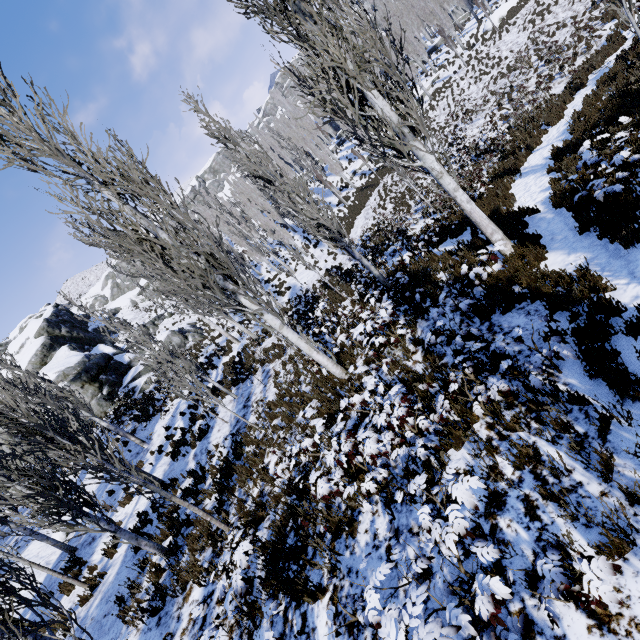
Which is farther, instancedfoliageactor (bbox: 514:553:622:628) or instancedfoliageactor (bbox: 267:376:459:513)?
instancedfoliageactor (bbox: 267:376:459:513)

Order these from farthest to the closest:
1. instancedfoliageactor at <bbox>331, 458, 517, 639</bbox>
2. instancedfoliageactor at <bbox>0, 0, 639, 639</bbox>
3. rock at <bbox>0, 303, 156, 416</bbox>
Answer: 1. rock at <bbox>0, 303, 156, 416</bbox>
2. instancedfoliageactor at <bbox>0, 0, 639, 639</bbox>
3. instancedfoliageactor at <bbox>331, 458, 517, 639</bbox>

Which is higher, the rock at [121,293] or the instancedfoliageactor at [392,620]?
the rock at [121,293]

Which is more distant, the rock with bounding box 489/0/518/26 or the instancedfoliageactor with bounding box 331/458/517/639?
the rock with bounding box 489/0/518/26

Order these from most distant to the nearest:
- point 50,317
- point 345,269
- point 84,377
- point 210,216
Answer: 1. point 210,216
2. point 50,317
3. point 84,377
4. point 345,269

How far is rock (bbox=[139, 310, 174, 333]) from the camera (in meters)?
39.70

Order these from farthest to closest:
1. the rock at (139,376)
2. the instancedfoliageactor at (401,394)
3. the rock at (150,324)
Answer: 1. the rock at (150,324)
2. the rock at (139,376)
3. the instancedfoliageactor at (401,394)
